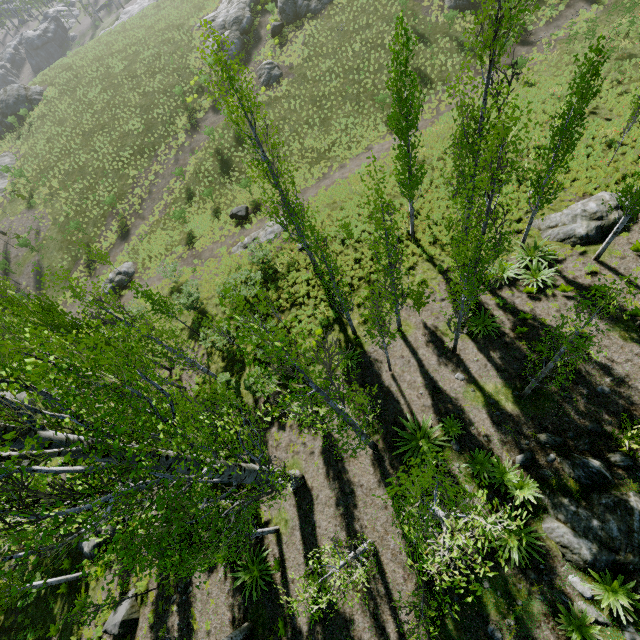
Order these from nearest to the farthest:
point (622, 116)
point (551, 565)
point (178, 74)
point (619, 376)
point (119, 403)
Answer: point (119, 403)
point (551, 565)
point (619, 376)
point (622, 116)
point (178, 74)

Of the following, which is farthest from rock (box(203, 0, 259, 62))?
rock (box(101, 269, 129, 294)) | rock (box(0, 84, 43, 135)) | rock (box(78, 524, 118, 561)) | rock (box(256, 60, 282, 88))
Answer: rock (box(78, 524, 118, 561))

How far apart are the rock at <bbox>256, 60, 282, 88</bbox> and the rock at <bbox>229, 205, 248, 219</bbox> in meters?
15.4

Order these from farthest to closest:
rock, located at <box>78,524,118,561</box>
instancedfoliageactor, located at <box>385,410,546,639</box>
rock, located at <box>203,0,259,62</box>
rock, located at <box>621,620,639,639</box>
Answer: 1. rock, located at <box>203,0,259,62</box>
2. rock, located at <box>78,524,118,561</box>
3. rock, located at <box>621,620,639,639</box>
4. instancedfoliageactor, located at <box>385,410,546,639</box>

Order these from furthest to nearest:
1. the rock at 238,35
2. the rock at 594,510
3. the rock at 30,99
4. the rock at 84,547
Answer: the rock at 30,99 → the rock at 238,35 → the rock at 84,547 → the rock at 594,510

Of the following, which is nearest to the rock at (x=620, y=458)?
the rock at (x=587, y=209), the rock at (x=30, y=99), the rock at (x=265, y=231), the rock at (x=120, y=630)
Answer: the rock at (x=587, y=209)

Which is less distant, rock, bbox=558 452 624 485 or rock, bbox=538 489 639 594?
rock, bbox=538 489 639 594

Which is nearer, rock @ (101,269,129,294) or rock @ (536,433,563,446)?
rock @ (536,433,563,446)
